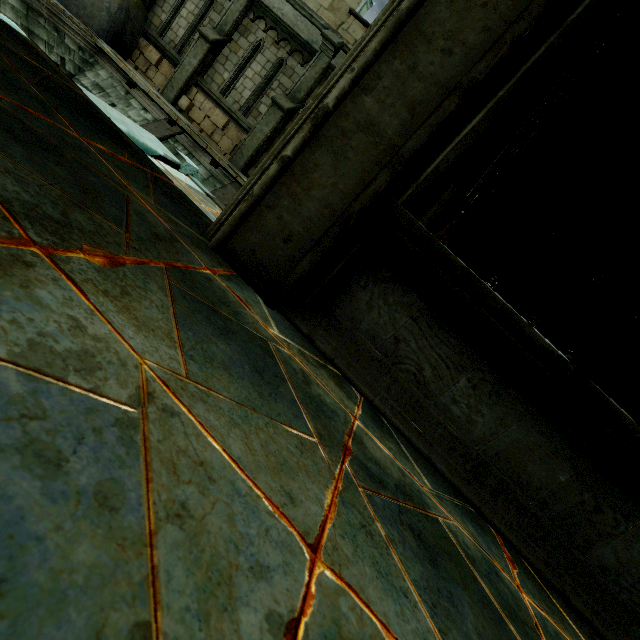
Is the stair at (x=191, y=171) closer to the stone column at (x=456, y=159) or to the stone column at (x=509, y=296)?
the stone column at (x=456, y=159)

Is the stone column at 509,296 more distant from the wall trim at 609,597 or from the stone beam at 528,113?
the stone beam at 528,113

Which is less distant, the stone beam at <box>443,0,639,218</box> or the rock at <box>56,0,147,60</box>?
the stone beam at <box>443,0,639,218</box>

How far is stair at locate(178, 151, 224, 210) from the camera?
5.4 meters

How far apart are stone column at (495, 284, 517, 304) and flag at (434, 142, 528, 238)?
9.43m

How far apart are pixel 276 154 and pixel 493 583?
2.50m

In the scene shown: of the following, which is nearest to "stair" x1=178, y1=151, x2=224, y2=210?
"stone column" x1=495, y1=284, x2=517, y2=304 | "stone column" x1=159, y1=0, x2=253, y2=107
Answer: → "stone column" x1=159, y1=0, x2=253, y2=107

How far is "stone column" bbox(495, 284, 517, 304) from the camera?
14.8 meters
